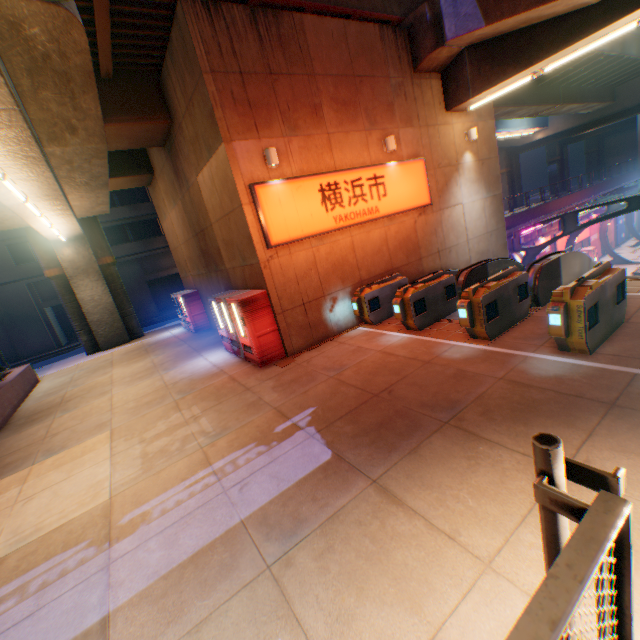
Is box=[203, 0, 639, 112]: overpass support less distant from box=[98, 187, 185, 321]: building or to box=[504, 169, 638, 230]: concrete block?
box=[504, 169, 638, 230]: concrete block

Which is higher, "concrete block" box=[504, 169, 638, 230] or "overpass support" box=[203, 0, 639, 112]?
"overpass support" box=[203, 0, 639, 112]

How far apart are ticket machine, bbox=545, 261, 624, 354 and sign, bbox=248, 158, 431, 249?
5.7m

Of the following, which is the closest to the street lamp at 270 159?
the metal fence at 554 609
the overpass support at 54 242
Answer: the overpass support at 54 242

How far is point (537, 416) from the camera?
4.4 meters

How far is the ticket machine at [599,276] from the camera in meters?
5.3

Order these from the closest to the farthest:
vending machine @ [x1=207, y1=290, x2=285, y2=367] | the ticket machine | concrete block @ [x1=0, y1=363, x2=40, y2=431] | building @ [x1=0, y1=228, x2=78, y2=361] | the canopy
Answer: the ticket machine < vending machine @ [x1=207, y1=290, x2=285, y2=367] < concrete block @ [x1=0, y1=363, x2=40, y2=431] < the canopy < building @ [x1=0, y1=228, x2=78, y2=361]

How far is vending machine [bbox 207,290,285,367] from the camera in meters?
8.8 m
